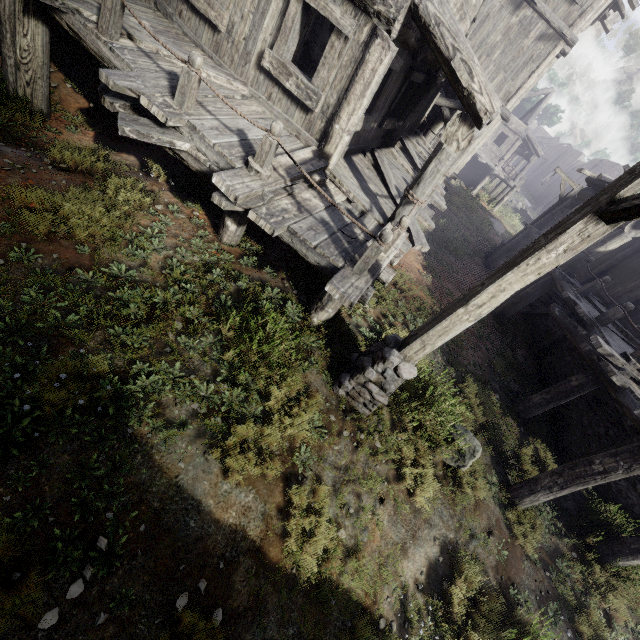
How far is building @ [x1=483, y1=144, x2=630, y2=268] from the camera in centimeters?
1238cm

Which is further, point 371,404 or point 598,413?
point 598,413

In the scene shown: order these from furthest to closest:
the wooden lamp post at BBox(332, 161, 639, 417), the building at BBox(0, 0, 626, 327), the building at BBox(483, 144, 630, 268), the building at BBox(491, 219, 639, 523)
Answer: the building at BBox(483, 144, 630, 268) → the building at BBox(491, 219, 639, 523) → the building at BBox(0, 0, 626, 327) → the wooden lamp post at BBox(332, 161, 639, 417)

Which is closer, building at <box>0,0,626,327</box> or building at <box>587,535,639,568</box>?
building at <box>0,0,626,327</box>

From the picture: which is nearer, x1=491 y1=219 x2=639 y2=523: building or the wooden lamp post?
the wooden lamp post

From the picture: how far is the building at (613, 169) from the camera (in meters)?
12.38

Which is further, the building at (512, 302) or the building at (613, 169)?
the building at (613, 169)
